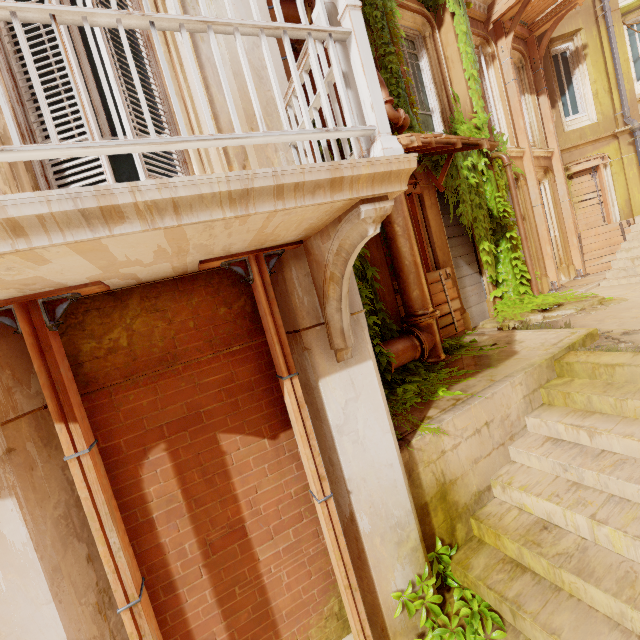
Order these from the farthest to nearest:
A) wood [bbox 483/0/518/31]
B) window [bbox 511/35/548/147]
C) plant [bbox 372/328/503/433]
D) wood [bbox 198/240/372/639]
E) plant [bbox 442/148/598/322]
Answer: window [bbox 511/35/548/147], wood [bbox 483/0/518/31], plant [bbox 442/148/598/322], plant [bbox 372/328/503/433], wood [bbox 198/240/372/639]

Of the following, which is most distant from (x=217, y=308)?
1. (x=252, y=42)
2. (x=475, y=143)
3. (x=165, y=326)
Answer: (x=475, y=143)

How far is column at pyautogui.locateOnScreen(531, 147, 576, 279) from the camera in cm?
1105

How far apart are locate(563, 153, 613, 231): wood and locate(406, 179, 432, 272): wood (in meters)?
7.81

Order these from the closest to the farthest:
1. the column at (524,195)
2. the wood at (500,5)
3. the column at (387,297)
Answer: the column at (387,297) → the wood at (500,5) → the column at (524,195)

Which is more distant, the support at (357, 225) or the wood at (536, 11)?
the wood at (536, 11)

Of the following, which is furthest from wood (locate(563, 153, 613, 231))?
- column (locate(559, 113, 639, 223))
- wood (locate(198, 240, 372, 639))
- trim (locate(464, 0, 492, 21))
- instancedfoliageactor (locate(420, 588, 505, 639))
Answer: wood (locate(198, 240, 372, 639))

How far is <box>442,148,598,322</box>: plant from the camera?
7.9 meters
